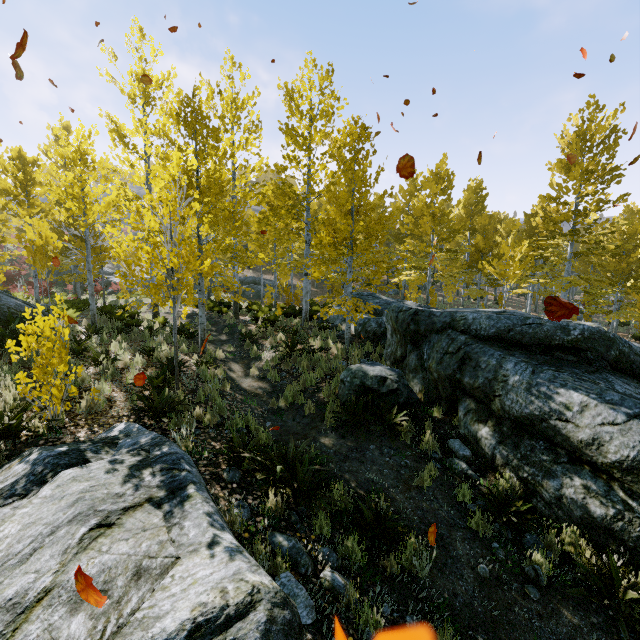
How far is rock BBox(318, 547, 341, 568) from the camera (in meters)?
3.67

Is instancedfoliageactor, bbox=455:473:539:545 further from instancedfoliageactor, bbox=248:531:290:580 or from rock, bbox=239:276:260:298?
rock, bbox=239:276:260:298

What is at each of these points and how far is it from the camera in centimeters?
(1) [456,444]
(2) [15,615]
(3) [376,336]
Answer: (1) rock, 623cm
(2) rock, 175cm
(3) rock, 1167cm

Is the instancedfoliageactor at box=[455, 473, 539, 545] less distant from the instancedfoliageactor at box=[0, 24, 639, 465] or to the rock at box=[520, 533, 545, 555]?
the rock at box=[520, 533, 545, 555]

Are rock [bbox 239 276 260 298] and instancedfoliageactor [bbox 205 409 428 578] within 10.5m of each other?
no

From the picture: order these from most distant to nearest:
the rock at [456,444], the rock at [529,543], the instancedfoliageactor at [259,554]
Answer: the rock at [456,444], the rock at [529,543], the instancedfoliageactor at [259,554]

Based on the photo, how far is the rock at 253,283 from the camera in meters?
29.7 m

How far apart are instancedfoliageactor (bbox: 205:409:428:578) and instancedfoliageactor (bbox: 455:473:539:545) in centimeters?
223cm
